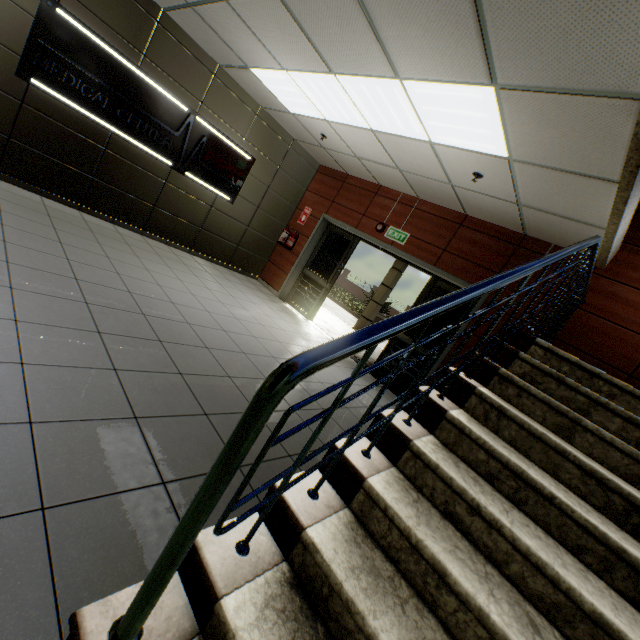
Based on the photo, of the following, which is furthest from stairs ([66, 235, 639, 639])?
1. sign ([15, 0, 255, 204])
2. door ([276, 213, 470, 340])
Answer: sign ([15, 0, 255, 204])

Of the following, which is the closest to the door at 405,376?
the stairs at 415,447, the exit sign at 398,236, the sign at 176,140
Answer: the exit sign at 398,236

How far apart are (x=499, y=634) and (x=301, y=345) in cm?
439

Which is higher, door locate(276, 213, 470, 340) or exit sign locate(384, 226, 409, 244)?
exit sign locate(384, 226, 409, 244)

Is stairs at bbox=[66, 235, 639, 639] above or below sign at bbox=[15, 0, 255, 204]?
below

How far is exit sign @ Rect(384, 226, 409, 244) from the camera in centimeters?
614cm

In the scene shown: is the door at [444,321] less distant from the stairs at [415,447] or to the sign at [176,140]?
the stairs at [415,447]

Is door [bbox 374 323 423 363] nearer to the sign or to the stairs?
the stairs
